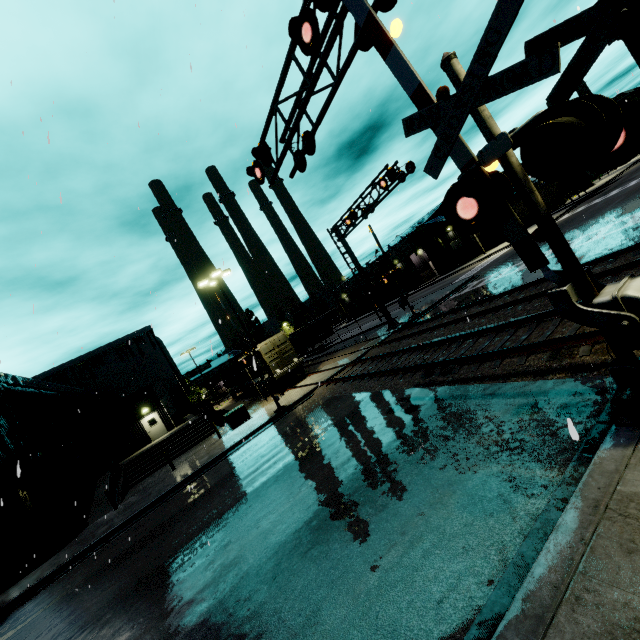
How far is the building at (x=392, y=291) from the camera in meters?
56.4

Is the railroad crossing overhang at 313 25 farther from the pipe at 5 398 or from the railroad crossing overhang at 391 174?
the pipe at 5 398

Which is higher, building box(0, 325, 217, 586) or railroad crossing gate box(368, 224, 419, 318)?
railroad crossing gate box(368, 224, 419, 318)

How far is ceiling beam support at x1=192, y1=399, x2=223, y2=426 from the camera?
26.64m

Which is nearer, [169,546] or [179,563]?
[179,563]

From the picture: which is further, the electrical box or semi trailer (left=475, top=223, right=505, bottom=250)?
semi trailer (left=475, top=223, right=505, bottom=250)

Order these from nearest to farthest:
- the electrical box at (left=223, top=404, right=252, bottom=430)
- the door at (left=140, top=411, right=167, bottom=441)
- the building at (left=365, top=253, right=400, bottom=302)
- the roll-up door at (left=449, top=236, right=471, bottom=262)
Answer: the electrical box at (left=223, top=404, right=252, bottom=430), the door at (left=140, top=411, right=167, bottom=441), the roll-up door at (left=449, top=236, right=471, bottom=262), the building at (left=365, top=253, right=400, bottom=302)

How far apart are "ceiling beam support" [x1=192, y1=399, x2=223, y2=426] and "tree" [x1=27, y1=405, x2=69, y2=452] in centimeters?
1004cm
